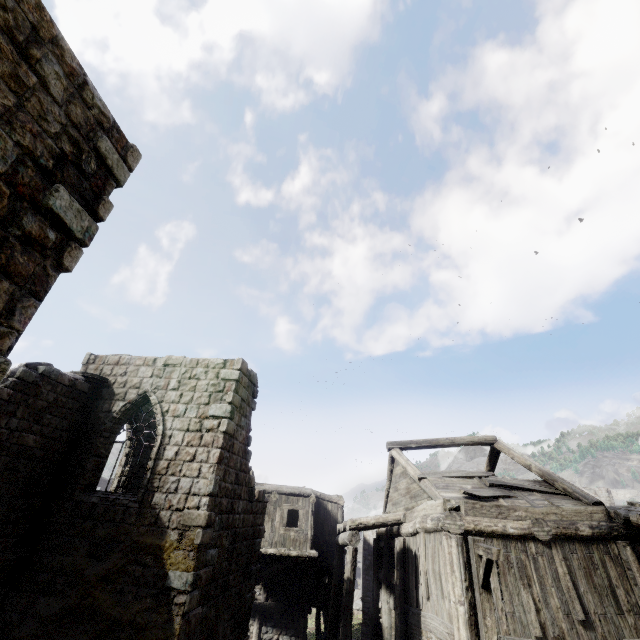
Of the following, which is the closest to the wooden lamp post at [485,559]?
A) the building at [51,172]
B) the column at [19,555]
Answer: the building at [51,172]

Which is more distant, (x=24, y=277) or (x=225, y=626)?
(x=225, y=626)

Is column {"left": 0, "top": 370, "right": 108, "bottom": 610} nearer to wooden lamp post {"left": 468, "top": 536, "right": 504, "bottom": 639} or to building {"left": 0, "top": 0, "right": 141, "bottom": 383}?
building {"left": 0, "top": 0, "right": 141, "bottom": 383}

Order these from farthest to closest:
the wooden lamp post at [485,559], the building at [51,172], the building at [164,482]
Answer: the building at [164,482] < the wooden lamp post at [485,559] < the building at [51,172]

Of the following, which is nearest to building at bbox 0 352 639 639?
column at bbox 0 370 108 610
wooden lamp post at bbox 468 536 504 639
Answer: column at bbox 0 370 108 610

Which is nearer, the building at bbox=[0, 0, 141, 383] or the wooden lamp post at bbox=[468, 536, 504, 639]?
the building at bbox=[0, 0, 141, 383]

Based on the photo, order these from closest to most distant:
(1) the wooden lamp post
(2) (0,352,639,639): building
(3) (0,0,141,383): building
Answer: (3) (0,0,141,383): building → (1) the wooden lamp post → (2) (0,352,639,639): building
